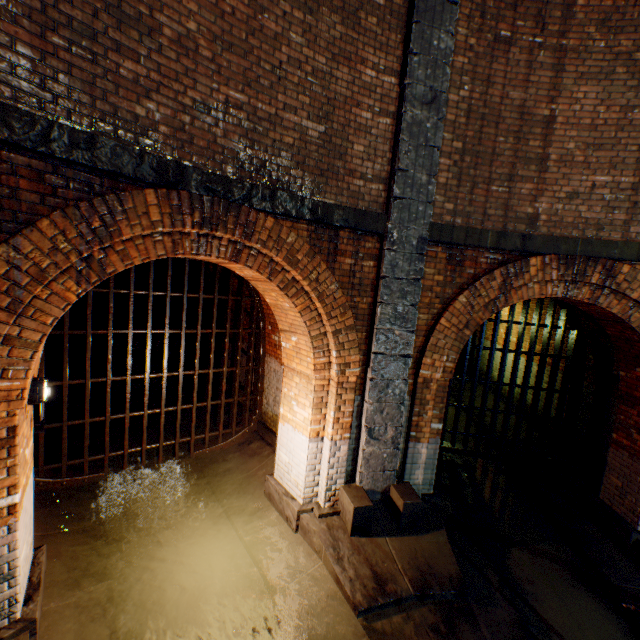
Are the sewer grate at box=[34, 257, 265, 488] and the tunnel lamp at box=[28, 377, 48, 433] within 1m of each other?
no

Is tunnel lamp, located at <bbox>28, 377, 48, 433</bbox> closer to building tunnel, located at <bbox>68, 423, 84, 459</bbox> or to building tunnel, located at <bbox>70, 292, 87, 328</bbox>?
building tunnel, located at <bbox>68, 423, 84, 459</bbox>

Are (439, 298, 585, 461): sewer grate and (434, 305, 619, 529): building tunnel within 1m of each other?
yes

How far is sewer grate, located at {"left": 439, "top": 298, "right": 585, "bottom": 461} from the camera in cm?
781

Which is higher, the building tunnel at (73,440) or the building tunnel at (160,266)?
the building tunnel at (160,266)

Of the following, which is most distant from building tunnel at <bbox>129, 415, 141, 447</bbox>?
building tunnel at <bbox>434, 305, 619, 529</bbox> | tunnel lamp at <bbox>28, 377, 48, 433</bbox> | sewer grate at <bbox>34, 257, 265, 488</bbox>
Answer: building tunnel at <bbox>434, 305, 619, 529</bbox>

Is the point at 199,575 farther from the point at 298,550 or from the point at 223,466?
the point at 223,466

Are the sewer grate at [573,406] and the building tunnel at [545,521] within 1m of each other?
yes
